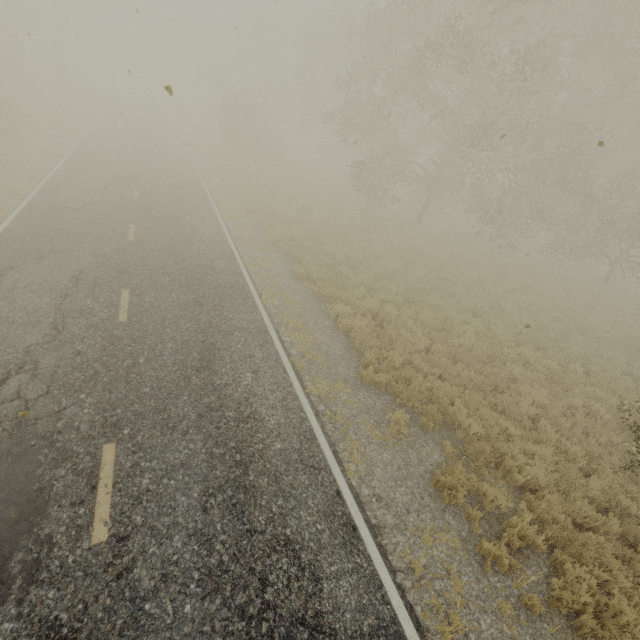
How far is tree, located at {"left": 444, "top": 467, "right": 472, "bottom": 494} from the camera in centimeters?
592cm

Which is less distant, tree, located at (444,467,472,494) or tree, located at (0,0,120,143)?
tree, located at (444,467,472,494)

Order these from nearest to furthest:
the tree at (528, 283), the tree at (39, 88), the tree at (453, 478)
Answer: the tree at (453, 478) < the tree at (528, 283) < the tree at (39, 88)

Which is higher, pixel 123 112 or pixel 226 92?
pixel 226 92

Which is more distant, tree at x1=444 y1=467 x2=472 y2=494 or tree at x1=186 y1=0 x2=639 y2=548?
tree at x1=186 y1=0 x2=639 y2=548

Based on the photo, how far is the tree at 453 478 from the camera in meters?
5.9 m

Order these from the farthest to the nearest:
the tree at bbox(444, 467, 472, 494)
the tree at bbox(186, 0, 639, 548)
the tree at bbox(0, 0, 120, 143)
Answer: the tree at bbox(0, 0, 120, 143) < the tree at bbox(186, 0, 639, 548) < the tree at bbox(444, 467, 472, 494)
